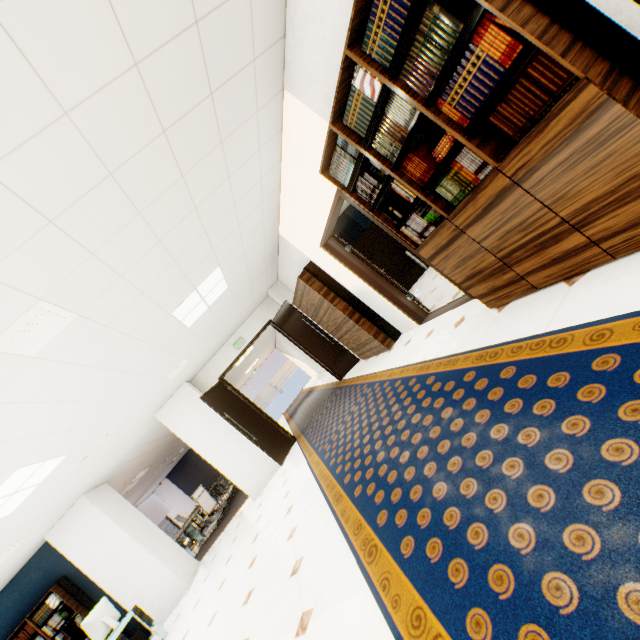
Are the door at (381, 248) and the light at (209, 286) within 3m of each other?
yes

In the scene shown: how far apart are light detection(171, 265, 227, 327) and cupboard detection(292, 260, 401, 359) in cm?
129

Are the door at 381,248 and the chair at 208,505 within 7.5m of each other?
no

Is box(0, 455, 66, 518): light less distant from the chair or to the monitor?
the monitor

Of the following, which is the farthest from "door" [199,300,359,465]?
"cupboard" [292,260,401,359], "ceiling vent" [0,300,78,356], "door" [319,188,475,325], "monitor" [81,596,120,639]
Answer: "ceiling vent" [0,300,78,356]

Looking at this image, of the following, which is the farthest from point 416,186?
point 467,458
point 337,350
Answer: point 337,350

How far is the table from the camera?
9.21m

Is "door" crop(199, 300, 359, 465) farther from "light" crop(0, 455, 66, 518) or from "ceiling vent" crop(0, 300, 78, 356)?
"ceiling vent" crop(0, 300, 78, 356)
